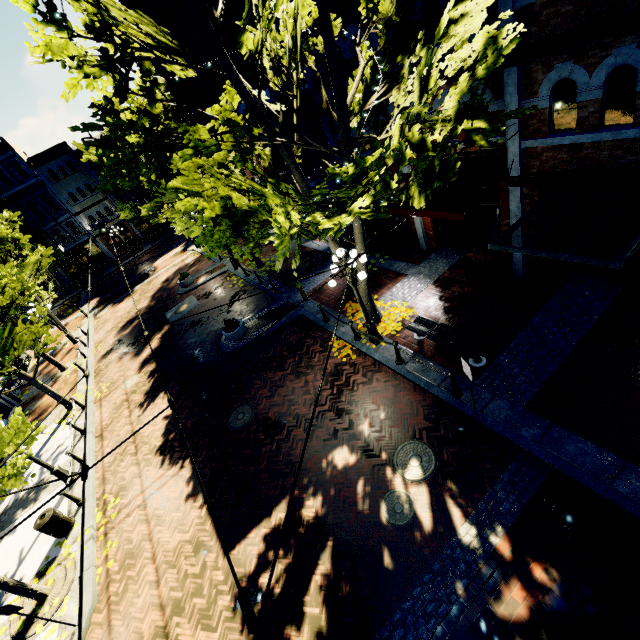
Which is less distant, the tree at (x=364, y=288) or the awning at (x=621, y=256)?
the awning at (x=621, y=256)

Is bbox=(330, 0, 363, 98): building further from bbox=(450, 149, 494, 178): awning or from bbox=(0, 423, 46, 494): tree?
bbox=(450, 149, 494, 178): awning

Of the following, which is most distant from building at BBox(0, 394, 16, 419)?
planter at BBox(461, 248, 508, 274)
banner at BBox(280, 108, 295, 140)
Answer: planter at BBox(461, 248, 508, 274)

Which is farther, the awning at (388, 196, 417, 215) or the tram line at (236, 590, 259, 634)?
the awning at (388, 196, 417, 215)

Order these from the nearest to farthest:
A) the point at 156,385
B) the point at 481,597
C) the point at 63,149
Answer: the point at 481,597 → the point at 156,385 → the point at 63,149

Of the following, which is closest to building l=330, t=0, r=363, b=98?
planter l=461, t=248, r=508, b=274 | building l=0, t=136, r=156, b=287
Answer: building l=0, t=136, r=156, b=287

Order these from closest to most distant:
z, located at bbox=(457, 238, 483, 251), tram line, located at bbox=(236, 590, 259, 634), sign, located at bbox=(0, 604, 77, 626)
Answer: tram line, located at bbox=(236, 590, 259, 634) → sign, located at bbox=(0, 604, 77, 626) → z, located at bbox=(457, 238, 483, 251)

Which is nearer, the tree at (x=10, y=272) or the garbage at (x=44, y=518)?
the garbage at (x=44, y=518)
